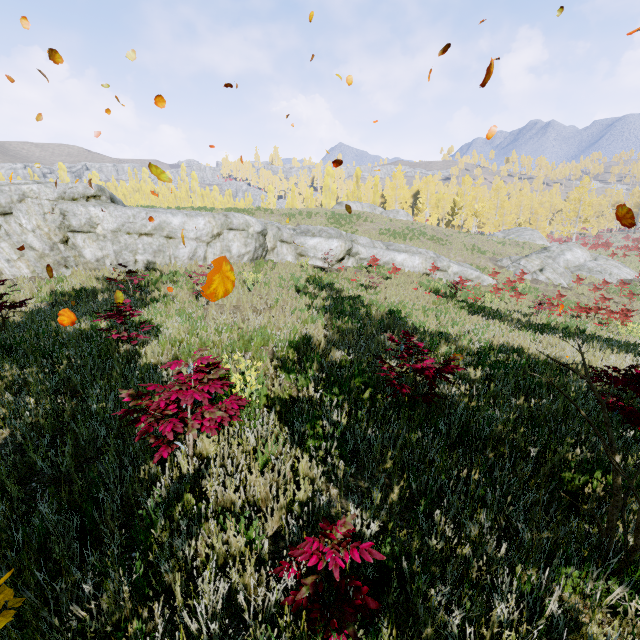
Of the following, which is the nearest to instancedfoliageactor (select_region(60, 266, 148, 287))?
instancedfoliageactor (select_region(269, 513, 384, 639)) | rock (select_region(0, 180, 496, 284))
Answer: instancedfoliageactor (select_region(269, 513, 384, 639))

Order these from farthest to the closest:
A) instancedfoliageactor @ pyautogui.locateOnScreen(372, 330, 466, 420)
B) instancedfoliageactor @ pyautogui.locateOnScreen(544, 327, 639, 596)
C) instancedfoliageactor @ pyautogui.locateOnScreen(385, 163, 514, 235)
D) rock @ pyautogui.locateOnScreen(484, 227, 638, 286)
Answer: instancedfoliageactor @ pyautogui.locateOnScreen(385, 163, 514, 235)
rock @ pyautogui.locateOnScreen(484, 227, 638, 286)
instancedfoliageactor @ pyautogui.locateOnScreen(372, 330, 466, 420)
instancedfoliageactor @ pyautogui.locateOnScreen(544, 327, 639, 596)

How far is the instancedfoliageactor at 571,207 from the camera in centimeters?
4931cm

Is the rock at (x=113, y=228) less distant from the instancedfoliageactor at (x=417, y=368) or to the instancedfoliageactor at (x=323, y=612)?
the instancedfoliageactor at (x=417, y=368)

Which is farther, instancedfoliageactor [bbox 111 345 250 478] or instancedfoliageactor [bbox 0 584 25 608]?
instancedfoliageactor [bbox 111 345 250 478]

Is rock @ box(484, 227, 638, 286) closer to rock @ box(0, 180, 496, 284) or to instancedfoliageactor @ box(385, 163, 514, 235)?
rock @ box(0, 180, 496, 284)

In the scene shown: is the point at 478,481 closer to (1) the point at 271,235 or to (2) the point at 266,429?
(2) the point at 266,429

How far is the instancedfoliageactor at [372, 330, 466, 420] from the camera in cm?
395
